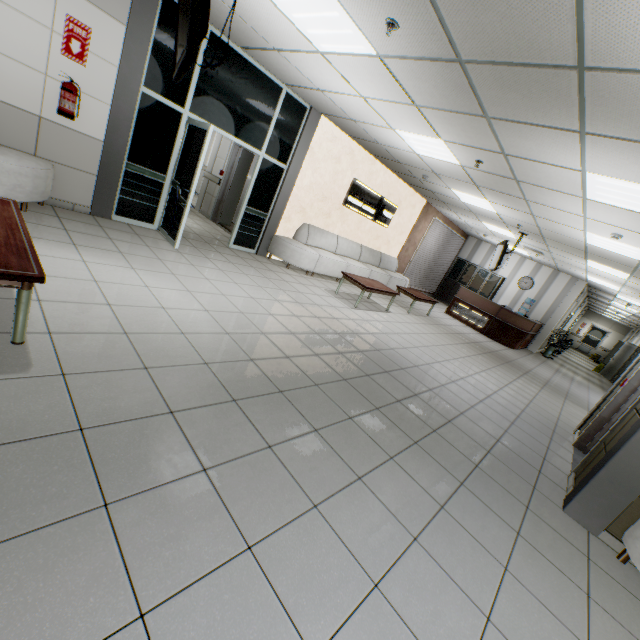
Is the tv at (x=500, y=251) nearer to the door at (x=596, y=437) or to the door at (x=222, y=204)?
the door at (x=596, y=437)

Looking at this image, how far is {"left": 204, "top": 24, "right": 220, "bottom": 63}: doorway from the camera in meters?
4.9

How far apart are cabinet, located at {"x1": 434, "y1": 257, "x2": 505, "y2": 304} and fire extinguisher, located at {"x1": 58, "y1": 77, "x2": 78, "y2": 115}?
14.3m

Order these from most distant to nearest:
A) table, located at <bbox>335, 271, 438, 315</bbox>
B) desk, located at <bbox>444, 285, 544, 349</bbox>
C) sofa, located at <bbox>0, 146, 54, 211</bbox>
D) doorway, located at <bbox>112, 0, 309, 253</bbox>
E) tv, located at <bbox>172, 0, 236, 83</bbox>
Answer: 1. desk, located at <bbox>444, 285, 544, 349</bbox>
2. table, located at <bbox>335, 271, 438, 315</bbox>
3. doorway, located at <bbox>112, 0, 309, 253</bbox>
4. sofa, located at <bbox>0, 146, 54, 211</bbox>
5. tv, located at <bbox>172, 0, 236, 83</bbox>

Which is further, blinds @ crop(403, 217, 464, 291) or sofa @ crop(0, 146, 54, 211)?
blinds @ crop(403, 217, 464, 291)

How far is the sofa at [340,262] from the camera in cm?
749

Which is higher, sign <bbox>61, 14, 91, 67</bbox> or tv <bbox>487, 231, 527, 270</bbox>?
tv <bbox>487, 231, 527, 270</bbox>

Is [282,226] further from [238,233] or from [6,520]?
[6,520]
